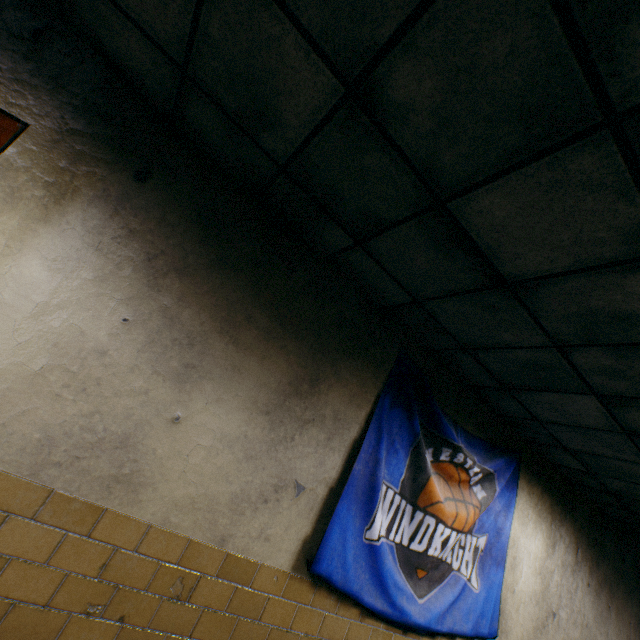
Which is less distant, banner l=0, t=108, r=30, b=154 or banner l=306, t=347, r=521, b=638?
banner l=0, t=108, r=30, b=154

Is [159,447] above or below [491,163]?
below

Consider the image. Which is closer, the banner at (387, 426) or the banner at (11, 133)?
the banner at (11, 133)
